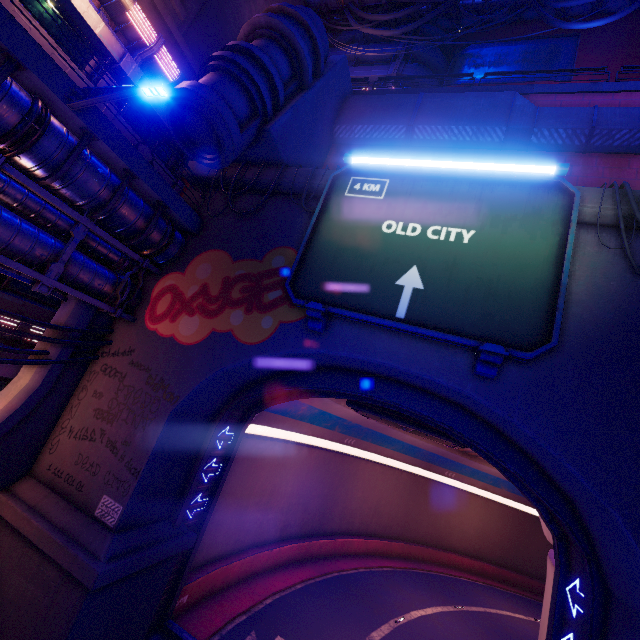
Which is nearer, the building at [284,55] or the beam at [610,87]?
the building at [284,55]

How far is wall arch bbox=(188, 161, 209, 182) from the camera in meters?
14.4 m

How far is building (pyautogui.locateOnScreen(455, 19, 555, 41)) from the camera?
26.8m

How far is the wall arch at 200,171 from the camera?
14.43m

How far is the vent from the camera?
13.5m

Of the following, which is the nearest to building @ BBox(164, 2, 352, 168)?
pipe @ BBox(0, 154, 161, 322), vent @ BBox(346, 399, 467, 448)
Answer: pipe @ BBox(0, 154, 161, 322)

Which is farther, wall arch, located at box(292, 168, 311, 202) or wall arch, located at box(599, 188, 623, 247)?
wall arch, located at box(292, 168, 311, 202)

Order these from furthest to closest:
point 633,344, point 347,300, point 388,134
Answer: point 388,134 → point 347,300 → point 633,344
